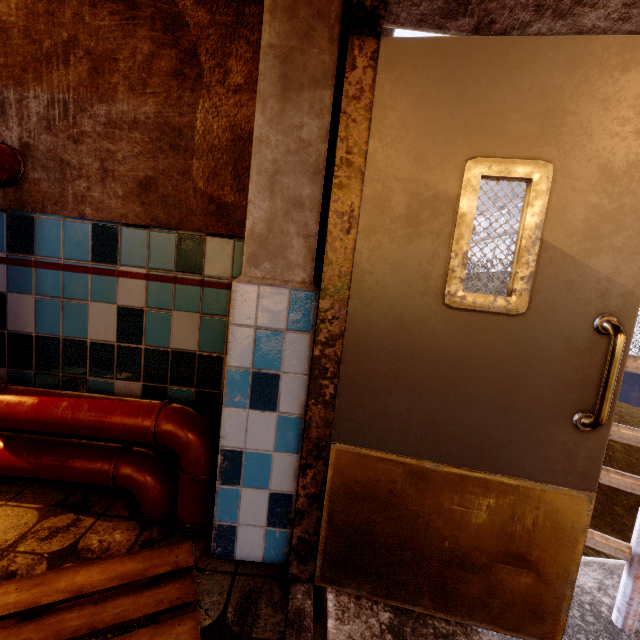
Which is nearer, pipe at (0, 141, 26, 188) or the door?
the door

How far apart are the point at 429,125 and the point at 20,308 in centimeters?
220cm

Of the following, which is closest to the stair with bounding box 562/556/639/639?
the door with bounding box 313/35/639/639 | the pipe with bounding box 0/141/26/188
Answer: the door with bounding box 313/35/639/639

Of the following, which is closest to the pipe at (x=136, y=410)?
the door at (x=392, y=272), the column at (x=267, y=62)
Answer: the column at (x=267, y=62)

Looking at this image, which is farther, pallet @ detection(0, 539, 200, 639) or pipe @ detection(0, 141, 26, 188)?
pipe @ detection(0, 141, 26, 188)

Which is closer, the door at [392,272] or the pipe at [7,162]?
the door at [392,272]

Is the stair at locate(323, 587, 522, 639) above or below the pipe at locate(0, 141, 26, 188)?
below

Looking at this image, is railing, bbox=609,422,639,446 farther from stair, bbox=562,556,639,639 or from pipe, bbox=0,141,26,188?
pipe, bbox=0,141,26,188
